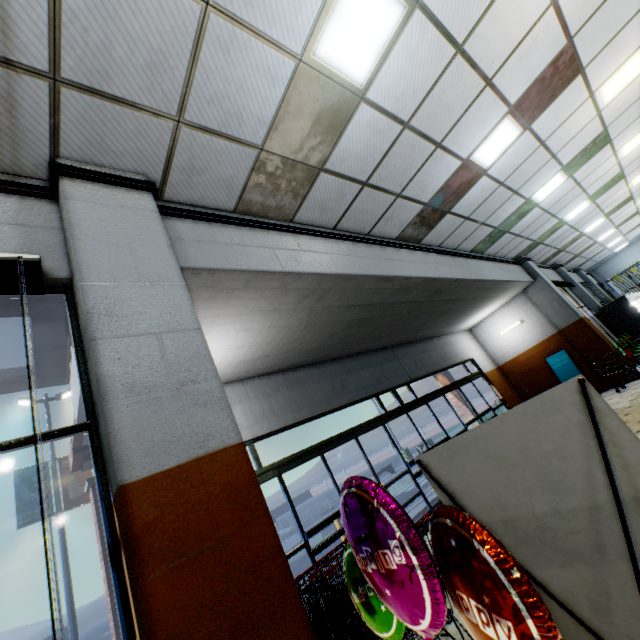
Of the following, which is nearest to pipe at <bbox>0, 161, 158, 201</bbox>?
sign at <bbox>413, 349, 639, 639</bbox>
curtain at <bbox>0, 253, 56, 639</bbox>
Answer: curtain at <bbox>0, 253, 56, 639</bbox>

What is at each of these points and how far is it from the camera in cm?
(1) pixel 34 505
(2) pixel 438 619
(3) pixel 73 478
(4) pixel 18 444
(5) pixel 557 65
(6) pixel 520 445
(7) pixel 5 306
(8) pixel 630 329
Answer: (1) lamp post banner, 1159
(2) foil balloon, 133
(3) lamp post banner, 1259
(4) building, 177
(5) building, 454
(6) sign, 142
(7) building, 235
(8) wall refrigerator door, 1233

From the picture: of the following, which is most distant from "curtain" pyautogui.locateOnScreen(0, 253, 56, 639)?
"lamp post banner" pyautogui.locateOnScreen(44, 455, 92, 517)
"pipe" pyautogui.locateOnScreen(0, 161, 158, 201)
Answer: "lamp post banner" pyautogui.locateOnScreen(44, 455, 92, 517)

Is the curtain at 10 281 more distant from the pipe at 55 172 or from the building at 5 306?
the pipe at 55 172

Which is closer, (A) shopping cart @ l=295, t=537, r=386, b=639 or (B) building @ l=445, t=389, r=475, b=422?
(A) shopping cart @ l=295, t=537, r=386, b=639

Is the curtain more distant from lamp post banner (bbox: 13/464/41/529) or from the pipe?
lamp post banner (bbox: 13/464/41/529)

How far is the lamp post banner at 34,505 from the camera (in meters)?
11.27
